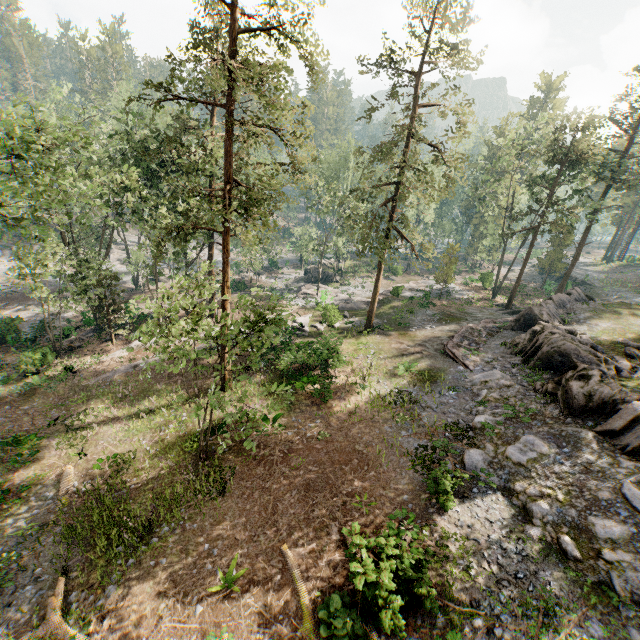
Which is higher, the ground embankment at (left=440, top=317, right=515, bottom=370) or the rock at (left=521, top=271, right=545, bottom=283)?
the ground embankment at (left=440, top=317, right=515, bottom=370)

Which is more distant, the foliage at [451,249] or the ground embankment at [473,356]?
the foliage at [451,249]

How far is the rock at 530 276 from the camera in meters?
56.1 m

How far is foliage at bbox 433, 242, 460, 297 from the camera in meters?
36.2

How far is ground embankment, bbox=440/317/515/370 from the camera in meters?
21.4

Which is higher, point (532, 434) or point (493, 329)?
point (532, 434)

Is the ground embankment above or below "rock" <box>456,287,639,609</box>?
below

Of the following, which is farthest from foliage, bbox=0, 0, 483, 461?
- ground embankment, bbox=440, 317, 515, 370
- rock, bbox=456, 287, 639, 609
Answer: ground embankment, bbox=440, 317, 515, 370
